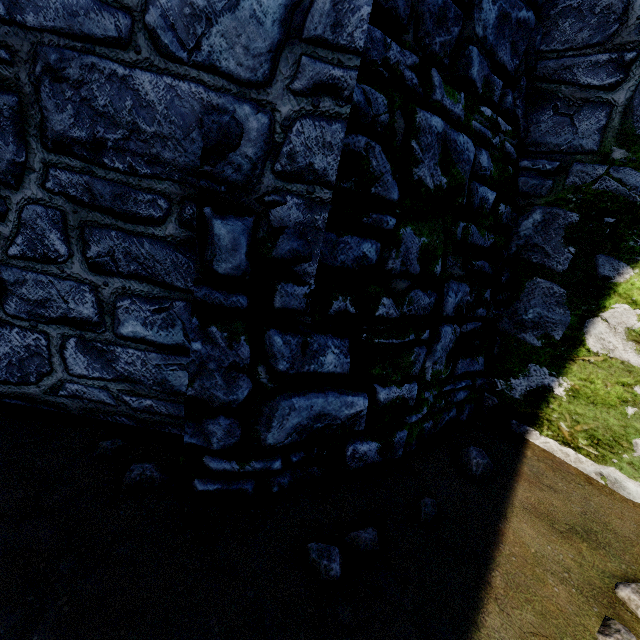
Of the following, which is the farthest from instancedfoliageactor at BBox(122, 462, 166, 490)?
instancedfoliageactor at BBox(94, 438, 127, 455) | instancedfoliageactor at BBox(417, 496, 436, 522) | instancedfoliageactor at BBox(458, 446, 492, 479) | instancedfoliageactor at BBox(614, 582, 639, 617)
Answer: instancedfoliageactor at BBox(614, 582, 639, 617)

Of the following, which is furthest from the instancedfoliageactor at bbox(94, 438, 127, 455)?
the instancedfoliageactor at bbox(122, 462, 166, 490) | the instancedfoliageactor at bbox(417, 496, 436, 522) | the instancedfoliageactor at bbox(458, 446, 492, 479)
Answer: the instancedfoliageactor at bbox(458, 446, 492, 479)

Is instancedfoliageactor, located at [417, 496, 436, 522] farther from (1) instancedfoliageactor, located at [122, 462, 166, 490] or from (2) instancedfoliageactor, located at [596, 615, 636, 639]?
(1) instancedfoliageactor, located at [122, 462, 166, 490]

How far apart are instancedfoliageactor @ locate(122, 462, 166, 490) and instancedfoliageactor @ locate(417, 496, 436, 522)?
1.8 meters

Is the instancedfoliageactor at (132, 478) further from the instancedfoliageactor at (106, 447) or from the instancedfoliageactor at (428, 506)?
the instancedfoliageactor at (428, 506)

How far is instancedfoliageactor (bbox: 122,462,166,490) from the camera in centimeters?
208cm

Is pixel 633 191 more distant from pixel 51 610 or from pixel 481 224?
pixel 51 610

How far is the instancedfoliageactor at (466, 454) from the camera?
2.8m
